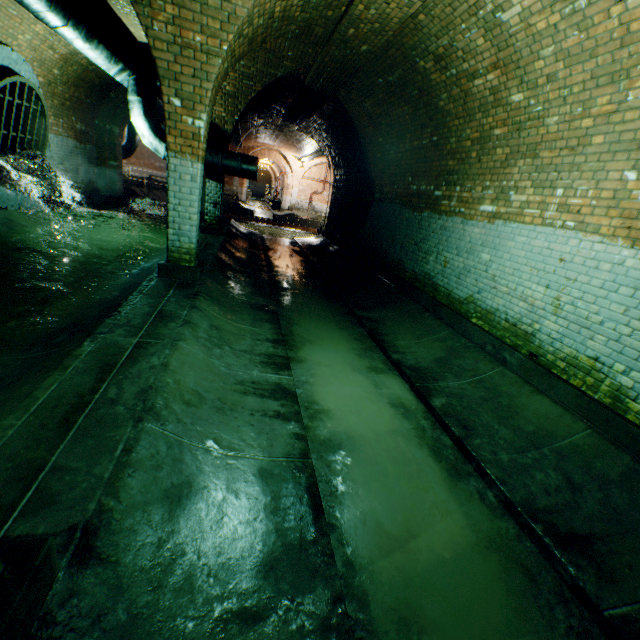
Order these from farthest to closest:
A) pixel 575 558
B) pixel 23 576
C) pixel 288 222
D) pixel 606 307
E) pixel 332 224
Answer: pixel 288 222, pixel 332 224, pixel 606 307, pixel 575 558, pixel 23 576

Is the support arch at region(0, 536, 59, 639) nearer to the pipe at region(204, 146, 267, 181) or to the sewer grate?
the pipe at region(204, 146, 267, 181)

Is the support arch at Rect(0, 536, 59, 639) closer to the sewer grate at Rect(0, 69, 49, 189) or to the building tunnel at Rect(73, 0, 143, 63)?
the building tunnel at Rect(73, 0, 143, 63)

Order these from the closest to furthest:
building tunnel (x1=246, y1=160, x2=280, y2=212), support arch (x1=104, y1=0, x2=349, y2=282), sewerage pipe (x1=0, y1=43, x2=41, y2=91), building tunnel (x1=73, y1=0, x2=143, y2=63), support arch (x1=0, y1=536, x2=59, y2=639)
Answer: support arch (x1=0, y1=536, x2=59, y2=639), support arch (x1=104, y1=0, x2=349, y2=282), building tunnel (x1=73, y1=0, x2=143, y2=63), sewerage pipe (x1=0, y1=43, x2=41, y2=91), building tunnel (x1=246, y1=160, x2=280, y2=212)

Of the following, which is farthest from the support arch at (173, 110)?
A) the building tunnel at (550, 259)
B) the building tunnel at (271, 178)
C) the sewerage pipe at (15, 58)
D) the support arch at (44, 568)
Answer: the building tunnel at (271, 178)

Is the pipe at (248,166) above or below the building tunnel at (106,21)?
below

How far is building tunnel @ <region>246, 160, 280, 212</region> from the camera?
35.4 meters

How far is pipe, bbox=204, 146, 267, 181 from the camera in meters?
8.6
